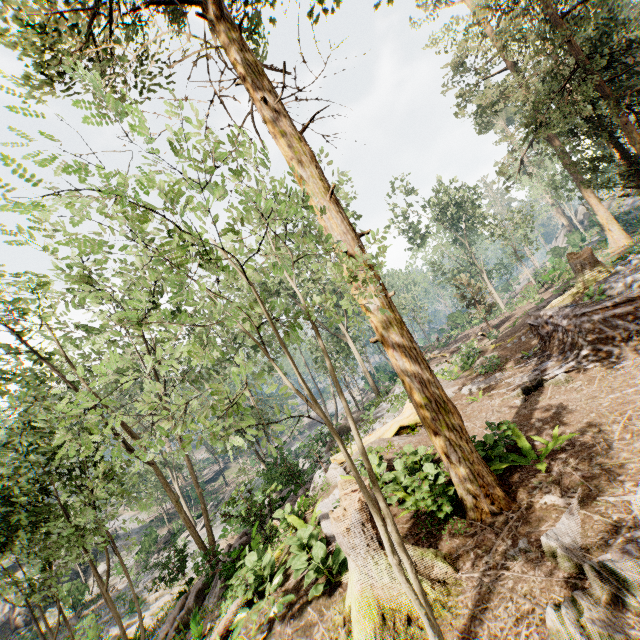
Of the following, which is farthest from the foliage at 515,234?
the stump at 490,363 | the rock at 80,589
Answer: the stump at 490,363

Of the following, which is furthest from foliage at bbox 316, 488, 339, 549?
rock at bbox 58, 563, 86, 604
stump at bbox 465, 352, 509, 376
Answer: stump at bbox 465, 352, 509, 376

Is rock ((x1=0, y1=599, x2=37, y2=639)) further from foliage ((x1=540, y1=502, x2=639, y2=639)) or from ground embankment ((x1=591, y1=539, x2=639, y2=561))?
ground embankment ((x1=591, y1=539, x2=639, y2=561))

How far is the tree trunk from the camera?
12.68m

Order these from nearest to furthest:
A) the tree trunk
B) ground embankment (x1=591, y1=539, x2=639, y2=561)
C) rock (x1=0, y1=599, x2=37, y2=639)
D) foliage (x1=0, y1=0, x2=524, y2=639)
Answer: foliage (x1=0, y1=0, x2=524, y2=639) < ground embankment (x1=591, y1=539, x2=639, y2=561) < the tree trunk < rock (x1=0, y1=599, x2=37, y2=639)

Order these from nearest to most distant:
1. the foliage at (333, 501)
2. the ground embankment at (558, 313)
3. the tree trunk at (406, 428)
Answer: the foliage at (333, 501) < the ground embankment at (558, 313) < the tree trunk at (406, 428)

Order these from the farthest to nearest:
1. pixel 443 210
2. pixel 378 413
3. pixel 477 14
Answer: pixel 443 210 < pixel 378 413 < pixel 477 14

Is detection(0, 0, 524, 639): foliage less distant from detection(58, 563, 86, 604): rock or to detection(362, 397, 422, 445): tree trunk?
detection(58, 563, 86, 604): rock
